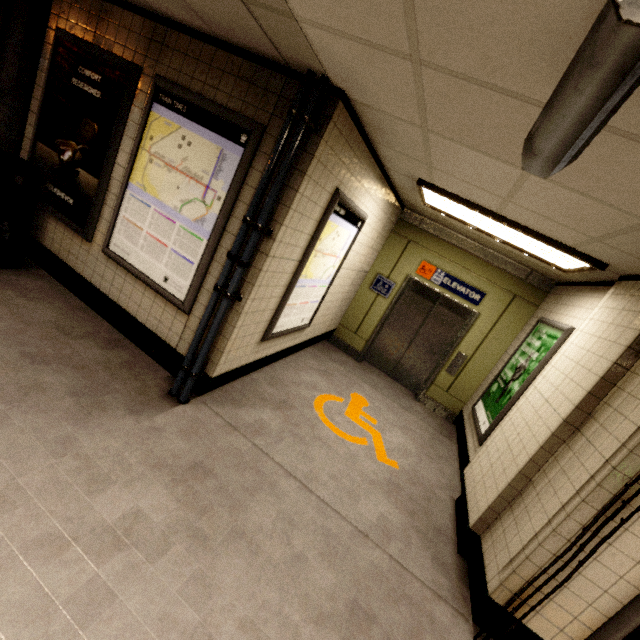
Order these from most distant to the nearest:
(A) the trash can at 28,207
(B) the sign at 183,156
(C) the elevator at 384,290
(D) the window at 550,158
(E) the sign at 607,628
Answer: (C) the elevator at 384,290, (A) the trash can at 28,207, (B) the sign at 183,156, (E) the sign at 607,628, (D) the window at 550,158

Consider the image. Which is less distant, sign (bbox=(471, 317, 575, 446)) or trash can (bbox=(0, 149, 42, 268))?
trash can (bbox=(0, 149, 42, 268))

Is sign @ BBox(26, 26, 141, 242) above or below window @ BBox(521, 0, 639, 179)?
below

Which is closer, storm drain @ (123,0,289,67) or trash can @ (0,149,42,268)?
storm drain @ (123,0,289,67)

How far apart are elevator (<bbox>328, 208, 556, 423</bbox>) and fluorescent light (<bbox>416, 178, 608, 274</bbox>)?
1.46m

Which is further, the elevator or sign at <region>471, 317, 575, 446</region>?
the elevator

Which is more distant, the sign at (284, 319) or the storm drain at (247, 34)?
the sign at (284, 319)

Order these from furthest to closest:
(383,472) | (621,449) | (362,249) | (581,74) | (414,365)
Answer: (414,365) < (362,249) < (383,472) < (621,449) < (581,74)
